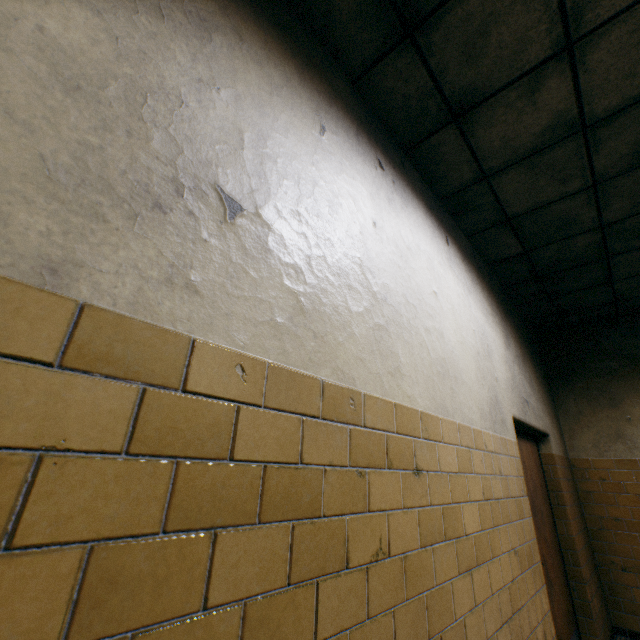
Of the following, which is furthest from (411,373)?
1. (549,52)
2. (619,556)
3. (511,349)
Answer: (619,556)
